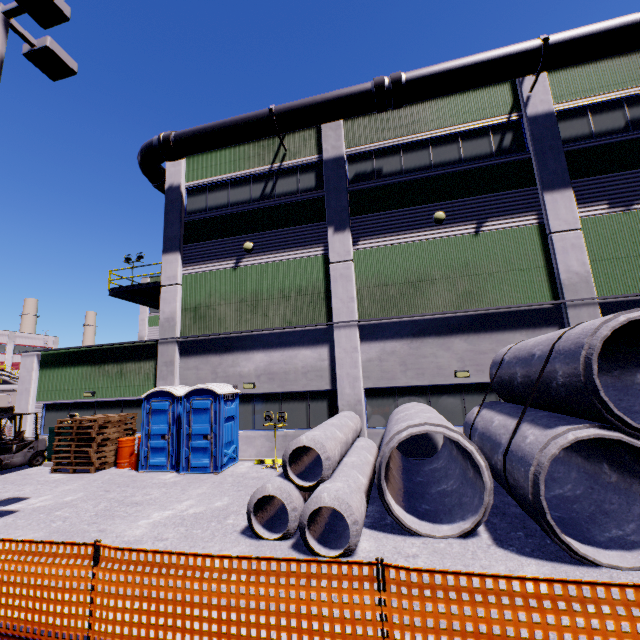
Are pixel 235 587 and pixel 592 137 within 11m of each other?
no

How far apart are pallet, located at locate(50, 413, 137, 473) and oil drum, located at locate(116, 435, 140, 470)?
0.2 meters

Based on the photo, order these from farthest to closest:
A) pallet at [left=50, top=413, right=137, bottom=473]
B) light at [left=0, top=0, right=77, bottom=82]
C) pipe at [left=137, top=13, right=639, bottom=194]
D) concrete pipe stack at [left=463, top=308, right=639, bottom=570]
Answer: pallet at [left=50, top=413, right=137, bottom=473], pipe at [left=137, top=13, right=639, bottom=194], light at [left=0, top=0, right=77, bottom=82], concrete pipe stack at [left=463, top=308, right=639, bottom=570]

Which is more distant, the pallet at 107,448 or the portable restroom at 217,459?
the pallet at 107,448

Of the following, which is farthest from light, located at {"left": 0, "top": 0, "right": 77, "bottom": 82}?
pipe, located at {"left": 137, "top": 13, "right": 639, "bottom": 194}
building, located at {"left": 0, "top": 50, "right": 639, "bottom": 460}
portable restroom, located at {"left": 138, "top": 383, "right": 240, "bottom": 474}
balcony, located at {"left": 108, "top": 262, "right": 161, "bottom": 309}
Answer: balcony, located at {"left": 108, "top": 262, "right": 161, "bottom": 309}

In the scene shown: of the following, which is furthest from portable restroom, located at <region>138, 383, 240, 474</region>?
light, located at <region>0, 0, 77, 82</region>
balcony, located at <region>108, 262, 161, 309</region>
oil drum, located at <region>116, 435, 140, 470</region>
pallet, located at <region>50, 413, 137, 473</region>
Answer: balcony, located at <region>108, 262, 161, 309</region>

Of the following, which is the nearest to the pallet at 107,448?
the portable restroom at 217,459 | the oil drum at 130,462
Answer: the oil drum at 130,462

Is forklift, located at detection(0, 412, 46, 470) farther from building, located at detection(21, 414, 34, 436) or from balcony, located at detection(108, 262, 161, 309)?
balcony, located at detection(108, 262, 161, 309)
